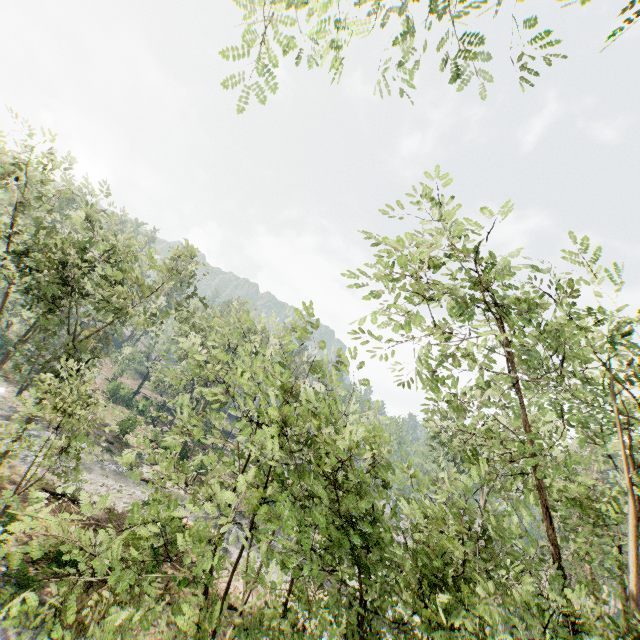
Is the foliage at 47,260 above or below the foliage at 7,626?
above

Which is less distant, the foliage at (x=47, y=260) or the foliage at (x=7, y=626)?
the foliage at (x=7, y=626)

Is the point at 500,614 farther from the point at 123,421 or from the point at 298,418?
the point at 123,421

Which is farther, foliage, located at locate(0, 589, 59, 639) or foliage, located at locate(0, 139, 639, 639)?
foliage, located at locate(0, 139, 639, 639)

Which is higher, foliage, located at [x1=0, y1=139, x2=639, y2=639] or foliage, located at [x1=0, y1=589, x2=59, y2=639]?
foliage, located at [x1=0, y1=139, x2=639, y2=639]
